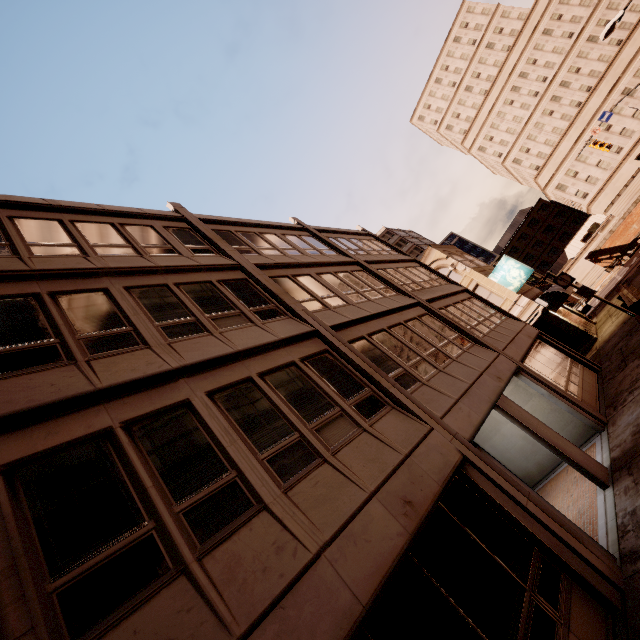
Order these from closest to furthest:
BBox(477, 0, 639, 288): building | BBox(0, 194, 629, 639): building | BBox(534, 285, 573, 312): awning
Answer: BBox(0, 194, 629, 639): building
BBox(534, 285, 573, 312): awning
BBox(477, 0, 639, 288): building

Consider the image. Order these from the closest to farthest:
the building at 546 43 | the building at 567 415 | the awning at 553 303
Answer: the building at 567 415, the awning at 553 303, the building at 546 43

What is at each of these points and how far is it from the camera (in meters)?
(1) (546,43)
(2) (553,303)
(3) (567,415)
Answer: (1) building, 53.44
(2) awning, 22.69
(3) building, 11.30

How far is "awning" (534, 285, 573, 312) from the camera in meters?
22.3

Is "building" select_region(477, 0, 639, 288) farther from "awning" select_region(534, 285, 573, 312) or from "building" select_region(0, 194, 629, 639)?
"building" select_region(0, 194, 629, 639)

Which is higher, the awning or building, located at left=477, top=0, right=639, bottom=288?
building, located at left=477, top=0, right=639, bottom=288

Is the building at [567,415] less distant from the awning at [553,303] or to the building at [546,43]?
the awning at [553,303]
